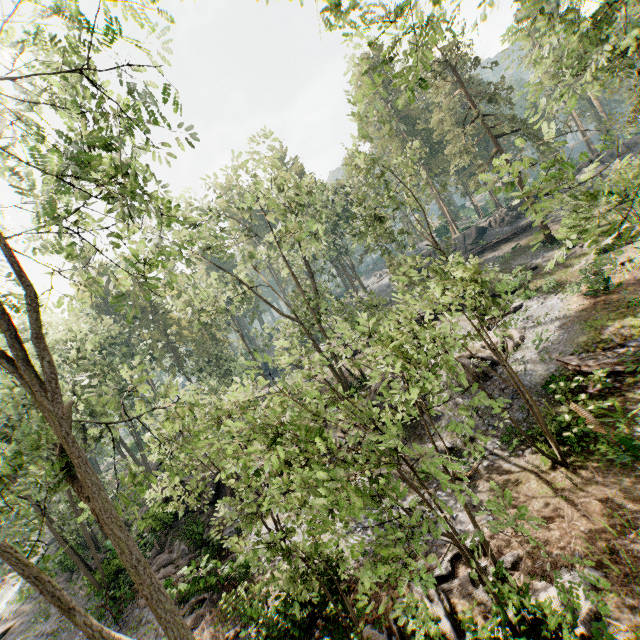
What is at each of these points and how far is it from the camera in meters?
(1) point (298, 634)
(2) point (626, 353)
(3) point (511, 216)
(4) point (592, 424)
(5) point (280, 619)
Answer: (1) foliage, 9.5 m
(2) ground embankment, 12.5 m
(3) rock, 41.5 m
(4) foliage, 12.5 m
(5) foliage, 9.8 m

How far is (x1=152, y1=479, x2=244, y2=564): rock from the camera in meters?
18.5 m

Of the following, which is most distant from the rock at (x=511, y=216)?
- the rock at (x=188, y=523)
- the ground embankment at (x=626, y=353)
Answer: the ground embankment at (x=626, y=353)

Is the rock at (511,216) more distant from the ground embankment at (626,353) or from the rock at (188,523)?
the ground embankment at (626,353)

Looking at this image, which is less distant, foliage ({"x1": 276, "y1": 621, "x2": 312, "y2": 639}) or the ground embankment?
foliage ({"x1": 276, "y1": 621, "x2": 312, "y2": 639})

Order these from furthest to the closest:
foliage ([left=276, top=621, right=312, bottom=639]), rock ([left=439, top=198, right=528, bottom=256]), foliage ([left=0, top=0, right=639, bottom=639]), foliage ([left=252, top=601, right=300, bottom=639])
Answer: rock ([left=439, top=198, right=528, bottom=256]) < foliage ([left=276, top=621, right=312, bottom=639]) < foliage ([left=252, top=601, right=300, bottom=639]) < foliage ([left=0, top=0, right=639, bottom=639])

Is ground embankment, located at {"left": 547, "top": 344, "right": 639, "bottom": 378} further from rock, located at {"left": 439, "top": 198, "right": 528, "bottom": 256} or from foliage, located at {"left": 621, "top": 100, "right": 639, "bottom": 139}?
rock, located at {"left": 439, "top": 198, "right": 528, "bottom": 256}

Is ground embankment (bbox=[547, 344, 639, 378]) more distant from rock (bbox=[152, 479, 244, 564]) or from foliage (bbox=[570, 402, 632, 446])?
rock (bbox=[152, 479, 244, 564])
